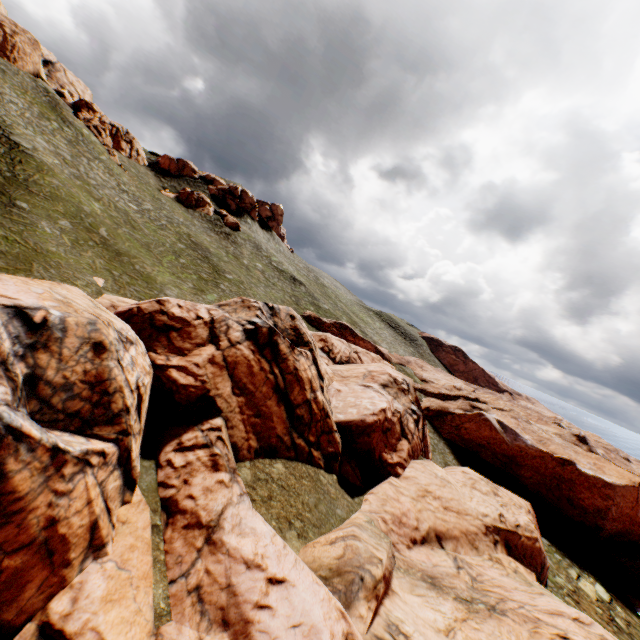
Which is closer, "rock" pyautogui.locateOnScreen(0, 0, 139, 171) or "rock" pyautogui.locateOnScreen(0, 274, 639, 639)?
"rock" pyautogui.locateOnScreen(0, 274, 639, 639)

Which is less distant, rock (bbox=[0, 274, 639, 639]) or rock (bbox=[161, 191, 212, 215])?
rock (bbox=[0, 274, 639, 639])

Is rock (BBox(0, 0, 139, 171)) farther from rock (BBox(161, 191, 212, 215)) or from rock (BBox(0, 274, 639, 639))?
rock (BBox(0, 274, 639, 639))

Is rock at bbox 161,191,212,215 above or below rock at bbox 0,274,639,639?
above

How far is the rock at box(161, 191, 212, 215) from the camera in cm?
5762

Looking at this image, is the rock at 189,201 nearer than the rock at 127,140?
No

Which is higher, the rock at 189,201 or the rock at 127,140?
the rock at 127,140

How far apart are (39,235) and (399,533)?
32.05m
